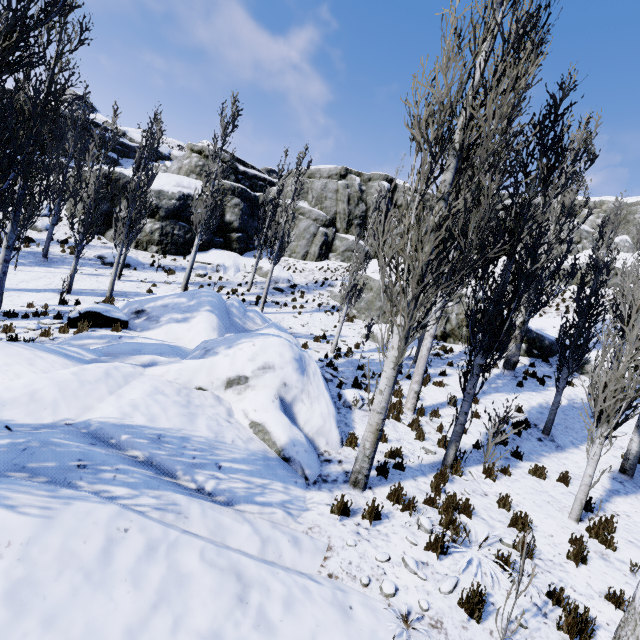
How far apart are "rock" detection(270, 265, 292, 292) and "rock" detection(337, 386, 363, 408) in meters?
16.1

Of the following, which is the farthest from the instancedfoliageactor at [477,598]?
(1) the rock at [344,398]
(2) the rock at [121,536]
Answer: (1) the rock at [344,398]

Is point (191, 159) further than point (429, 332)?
Yes

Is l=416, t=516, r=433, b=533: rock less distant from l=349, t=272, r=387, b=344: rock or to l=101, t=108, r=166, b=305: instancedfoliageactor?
l=101, t=108, r=166, b=305: instancedfoliageactor

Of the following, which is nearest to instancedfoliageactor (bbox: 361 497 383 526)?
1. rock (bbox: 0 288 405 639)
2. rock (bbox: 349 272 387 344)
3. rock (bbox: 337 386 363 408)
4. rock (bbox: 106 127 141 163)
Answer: rock (bbox: 0 288 405 639)

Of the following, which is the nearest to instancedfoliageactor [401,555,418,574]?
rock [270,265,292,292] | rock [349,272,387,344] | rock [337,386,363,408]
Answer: rock [337,386,363,408]

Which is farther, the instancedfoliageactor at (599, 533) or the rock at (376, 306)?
the rock at (376, 306)

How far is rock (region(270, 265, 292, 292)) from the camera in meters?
24.1
